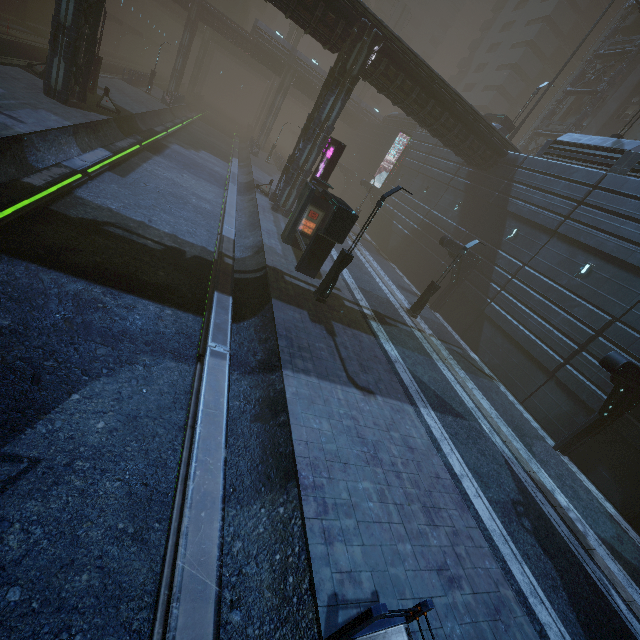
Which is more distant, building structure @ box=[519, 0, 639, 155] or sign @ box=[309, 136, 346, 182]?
building structure @ box=[519, 0, 639, 155]

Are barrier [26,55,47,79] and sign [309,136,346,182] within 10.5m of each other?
no

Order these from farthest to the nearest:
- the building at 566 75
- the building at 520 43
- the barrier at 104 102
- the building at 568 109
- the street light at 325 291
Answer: the building at 520 43 → the building at 566 75 → the building at 568 109 → the barrier at 104 102 → the street light at 325 291

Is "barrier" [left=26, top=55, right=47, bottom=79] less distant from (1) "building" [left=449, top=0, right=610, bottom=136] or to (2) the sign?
(1) "building" [left=449, top=0, right=610, bottom=136]

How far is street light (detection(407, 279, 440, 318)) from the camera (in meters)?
19.02

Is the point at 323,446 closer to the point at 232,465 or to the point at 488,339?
the point at 232,465

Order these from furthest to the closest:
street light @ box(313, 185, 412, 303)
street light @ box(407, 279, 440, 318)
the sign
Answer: street light @ box(407, 279, 440, 318) → the sign → street light @ box(313, 185, 412, 303)

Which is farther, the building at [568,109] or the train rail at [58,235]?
→ the building at [568,109]
